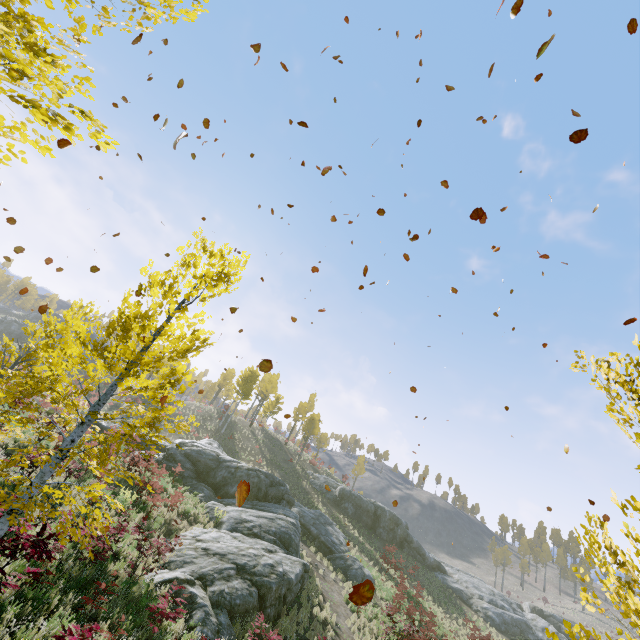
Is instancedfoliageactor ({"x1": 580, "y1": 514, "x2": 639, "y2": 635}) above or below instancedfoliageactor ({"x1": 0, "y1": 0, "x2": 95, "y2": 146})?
below

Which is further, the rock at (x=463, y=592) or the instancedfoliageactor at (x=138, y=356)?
the rock at (x=463, y=592)

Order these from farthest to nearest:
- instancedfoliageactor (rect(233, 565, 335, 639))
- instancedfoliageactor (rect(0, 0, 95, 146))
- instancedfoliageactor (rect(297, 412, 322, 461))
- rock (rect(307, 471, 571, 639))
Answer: instancedfoliageactor (rect(297, 412, 322, 461))
rock (rect(307, 471, 571, 639))
instancedfoliageactor (rect(233, 565, 335, 639))
instancedfoliageactor (rect(0, 0, 95, 146))

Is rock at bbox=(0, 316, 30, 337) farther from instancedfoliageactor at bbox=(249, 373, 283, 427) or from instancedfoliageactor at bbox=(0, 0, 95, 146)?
instancedfoliageactor at bbox=(0, 0, 95, 146)

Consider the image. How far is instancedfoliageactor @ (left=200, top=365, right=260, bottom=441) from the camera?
41.1m

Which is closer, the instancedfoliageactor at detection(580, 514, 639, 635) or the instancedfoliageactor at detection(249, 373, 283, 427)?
the instancedfoliageactor at detection(580, 514, 639, 635)

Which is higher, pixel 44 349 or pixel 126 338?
pixel 126 338
